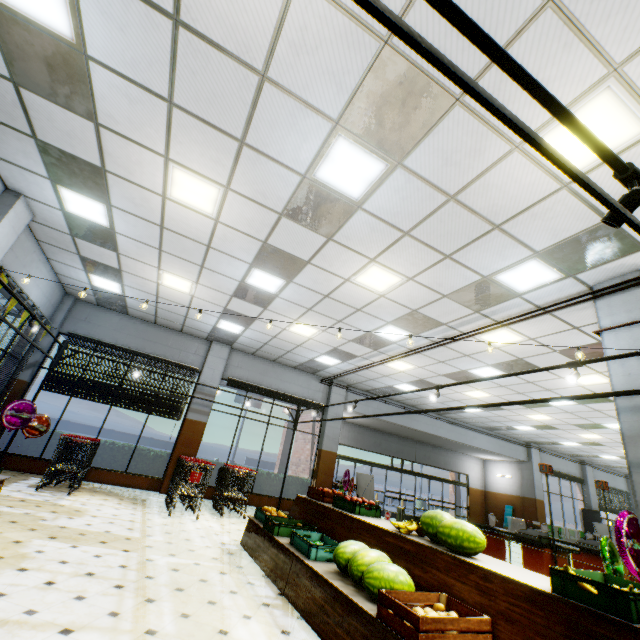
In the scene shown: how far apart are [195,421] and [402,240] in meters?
9.0 m

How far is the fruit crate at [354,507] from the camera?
5.1 meters

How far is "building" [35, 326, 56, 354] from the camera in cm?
938

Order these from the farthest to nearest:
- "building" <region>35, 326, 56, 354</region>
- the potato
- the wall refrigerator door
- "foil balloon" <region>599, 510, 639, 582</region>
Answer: the wall refrigerator door → "building" <region>35, 326, 56, 354</region> → "foil balloon" <region>599, 510, 639, 582</region> → the potato

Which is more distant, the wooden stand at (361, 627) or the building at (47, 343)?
the building at (47, 343)

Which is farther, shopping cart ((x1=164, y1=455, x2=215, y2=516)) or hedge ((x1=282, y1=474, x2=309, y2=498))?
hedge ((x1=282, y1=474, x2=309, y2=498))
